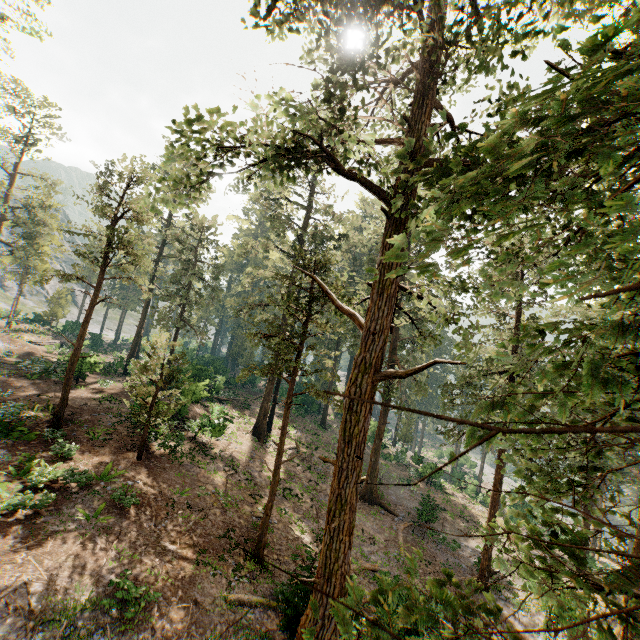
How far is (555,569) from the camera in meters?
3.3 m
